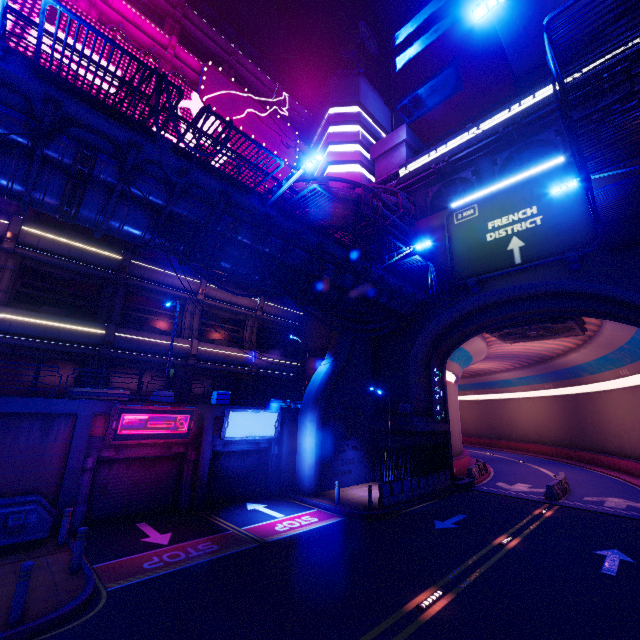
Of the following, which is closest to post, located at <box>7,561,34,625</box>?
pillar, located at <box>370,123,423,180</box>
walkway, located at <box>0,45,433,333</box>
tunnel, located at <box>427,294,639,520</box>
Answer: walkway, located at <box>0,45,433,333</box>

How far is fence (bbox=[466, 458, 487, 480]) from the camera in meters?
23.7 m

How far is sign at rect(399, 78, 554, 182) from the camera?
21.0 meters

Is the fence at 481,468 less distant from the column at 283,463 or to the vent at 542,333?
the vent at 542,333

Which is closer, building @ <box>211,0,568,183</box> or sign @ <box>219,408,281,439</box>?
sign @ <box>219,408,281,439</box>

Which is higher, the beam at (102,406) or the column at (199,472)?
the beam at (102,406)

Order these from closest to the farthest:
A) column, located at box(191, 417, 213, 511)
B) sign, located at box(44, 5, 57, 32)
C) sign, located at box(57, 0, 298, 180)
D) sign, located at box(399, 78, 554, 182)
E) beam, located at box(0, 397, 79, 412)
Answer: beam, located at box(0, 397, 79, 412)
column, located at box(191, 417, 213, 511)
sign, located at box(44, 5, 57, 32)
sign, located at box(399, 78, 554, 182)
sign, located at box(57, 0, 298, 180)

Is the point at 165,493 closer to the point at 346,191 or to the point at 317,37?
the point at 346,191
